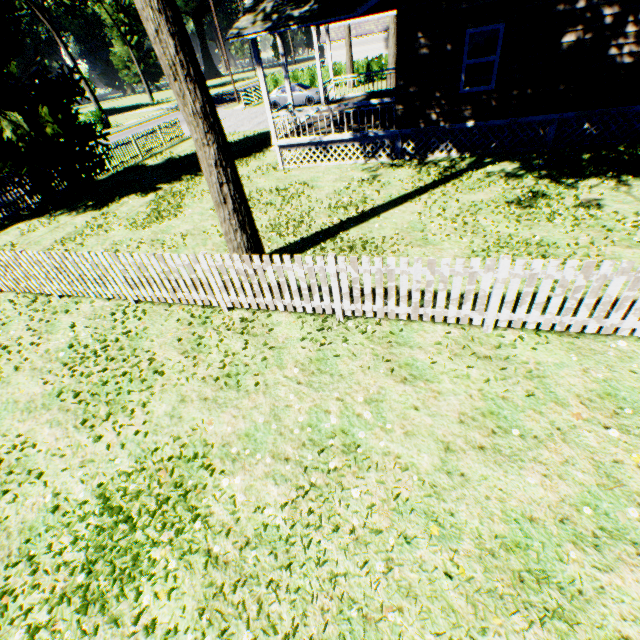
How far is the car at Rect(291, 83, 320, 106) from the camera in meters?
25.1

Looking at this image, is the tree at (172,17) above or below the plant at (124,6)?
below

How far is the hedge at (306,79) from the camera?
32.0 meters

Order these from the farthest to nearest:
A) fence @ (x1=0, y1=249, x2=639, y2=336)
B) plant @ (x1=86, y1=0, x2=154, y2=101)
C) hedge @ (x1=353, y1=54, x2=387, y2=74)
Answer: plant @ (x1=86, y1=0, x2=154, y2=101) < hedge @ (x1=353, y1=54, x2=387, y2=74) < fence @ (x1=0, y1=249, x2=639, y2=336)

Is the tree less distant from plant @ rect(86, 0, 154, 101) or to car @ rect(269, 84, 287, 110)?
car @ rect(269, 84, 287, 110)

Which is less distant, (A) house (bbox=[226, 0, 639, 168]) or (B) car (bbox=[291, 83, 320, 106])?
(A) house (bbox=[226, 0, 639, 168])

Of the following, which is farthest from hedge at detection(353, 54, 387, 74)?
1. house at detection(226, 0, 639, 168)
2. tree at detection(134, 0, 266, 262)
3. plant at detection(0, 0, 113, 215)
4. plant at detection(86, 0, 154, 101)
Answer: plant at detection(86, 0, 154, 101)

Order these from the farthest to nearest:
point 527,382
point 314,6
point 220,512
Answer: point 314,6
point 527,382
point 220,512
